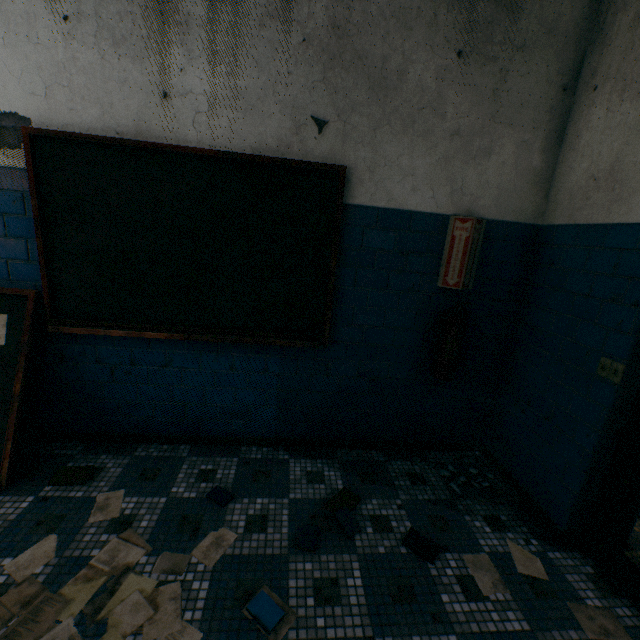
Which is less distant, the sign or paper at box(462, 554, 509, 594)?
paper at box(462, 554, 509, 594)

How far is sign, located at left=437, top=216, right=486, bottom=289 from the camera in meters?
2.3 m

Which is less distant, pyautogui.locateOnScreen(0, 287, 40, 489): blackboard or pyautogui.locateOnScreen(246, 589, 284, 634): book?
pyautogui.locateOnScreen(246, 589, 284, 634): book

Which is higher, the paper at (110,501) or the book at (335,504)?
the book at (335,504)

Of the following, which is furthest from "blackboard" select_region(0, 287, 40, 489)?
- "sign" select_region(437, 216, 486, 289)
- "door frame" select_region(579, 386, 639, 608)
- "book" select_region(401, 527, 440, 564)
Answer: "door frame" select_region(579, 386, 639, 608)

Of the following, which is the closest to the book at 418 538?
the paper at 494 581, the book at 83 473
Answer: the paper at 494 581

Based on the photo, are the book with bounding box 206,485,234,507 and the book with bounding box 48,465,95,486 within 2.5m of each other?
yes

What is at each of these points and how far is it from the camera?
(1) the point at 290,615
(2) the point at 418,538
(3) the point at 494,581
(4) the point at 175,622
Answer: (1) paper, 1.5m
(2) book, 2.0m
(3) paper, 1.8m
(4) paper, 1.5m
